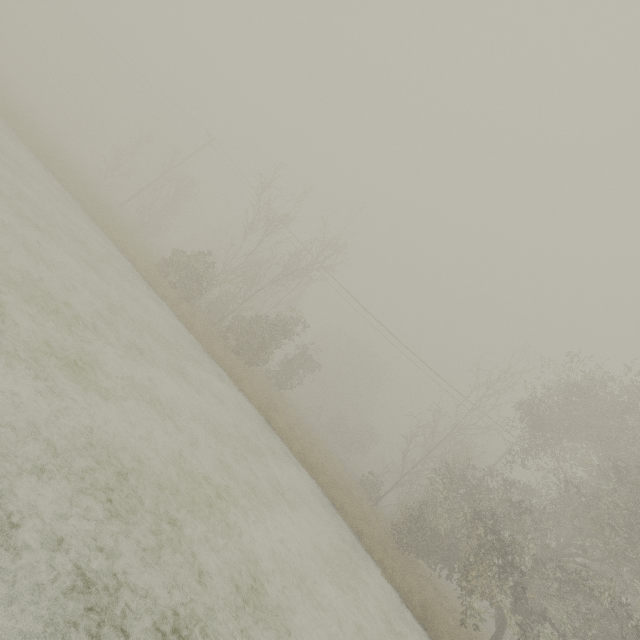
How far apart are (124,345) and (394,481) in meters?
24.0 m
